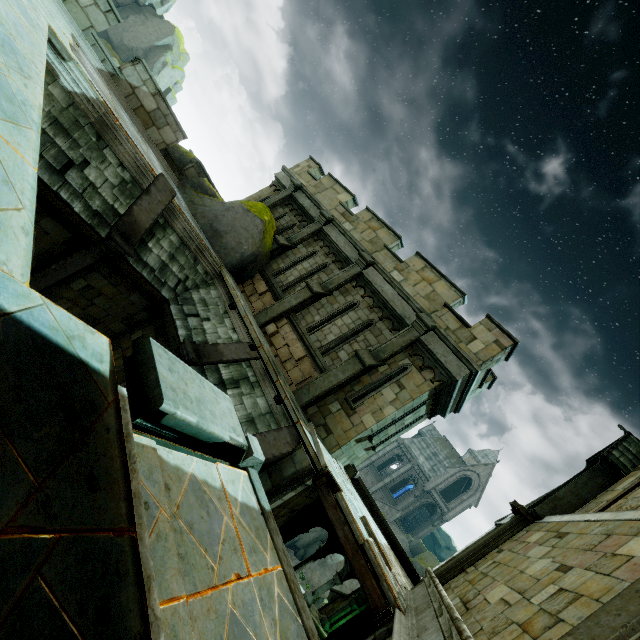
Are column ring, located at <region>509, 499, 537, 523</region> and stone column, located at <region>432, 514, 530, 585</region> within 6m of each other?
yes

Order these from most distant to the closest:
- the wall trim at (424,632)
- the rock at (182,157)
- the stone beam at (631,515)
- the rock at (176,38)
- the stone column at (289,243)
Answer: the rock at (176,38), the stone column at (289,243), the rock at (182,157), the stone beam at (631,515), the wall trim at (424,632)

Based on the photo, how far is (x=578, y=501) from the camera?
8.55m

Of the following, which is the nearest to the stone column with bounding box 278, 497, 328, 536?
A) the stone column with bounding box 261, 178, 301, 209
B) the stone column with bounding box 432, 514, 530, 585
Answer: the stone column with bounding box 432, 514, 530, 585

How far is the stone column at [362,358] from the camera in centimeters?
979cm

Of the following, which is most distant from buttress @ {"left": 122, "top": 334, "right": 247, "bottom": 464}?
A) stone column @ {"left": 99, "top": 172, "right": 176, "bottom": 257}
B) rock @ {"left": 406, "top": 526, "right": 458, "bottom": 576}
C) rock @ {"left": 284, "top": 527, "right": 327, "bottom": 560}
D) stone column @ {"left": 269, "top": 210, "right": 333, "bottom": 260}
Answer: rock @ {"left": 284, "top": 527, "right": 327, "bottom": 560}

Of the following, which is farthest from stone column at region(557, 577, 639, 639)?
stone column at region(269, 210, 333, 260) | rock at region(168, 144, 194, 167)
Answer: stone column at region(269, 210, 333, 260)

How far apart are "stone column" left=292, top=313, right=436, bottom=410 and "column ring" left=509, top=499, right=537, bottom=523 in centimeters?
522cm
